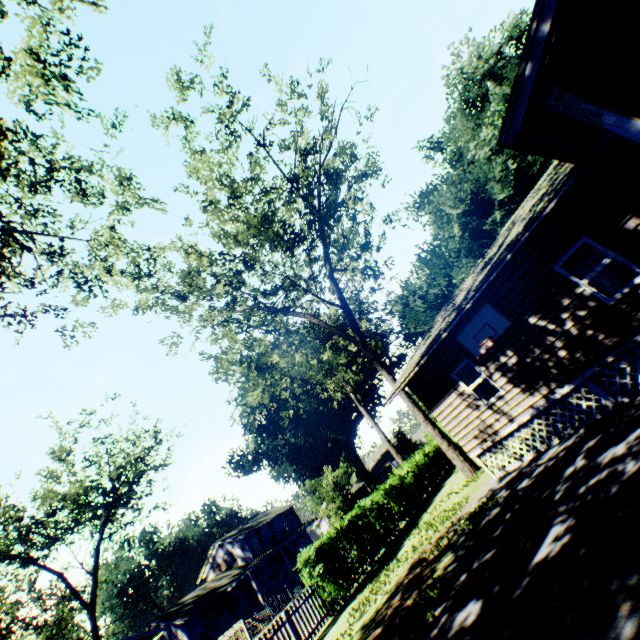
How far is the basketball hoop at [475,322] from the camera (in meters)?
9.94

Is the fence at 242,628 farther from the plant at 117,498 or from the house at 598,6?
the house at 598,6

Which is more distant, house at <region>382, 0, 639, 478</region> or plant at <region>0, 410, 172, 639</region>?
plant at <region>0, 410, 172, 639</region>

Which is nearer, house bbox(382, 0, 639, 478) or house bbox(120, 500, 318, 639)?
house bbox(382, 0, 639, 478)

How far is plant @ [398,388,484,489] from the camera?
15.4 meters

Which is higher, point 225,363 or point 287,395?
point 287,395

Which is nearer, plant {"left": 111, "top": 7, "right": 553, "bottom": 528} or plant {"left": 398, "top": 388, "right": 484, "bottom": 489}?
plant {"left": 398, "top": 388, "right": 484, "bottom": 489}

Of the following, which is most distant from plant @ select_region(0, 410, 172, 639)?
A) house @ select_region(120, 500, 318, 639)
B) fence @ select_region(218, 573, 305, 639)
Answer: fence @ select_region(218, 573, 305, 639)
